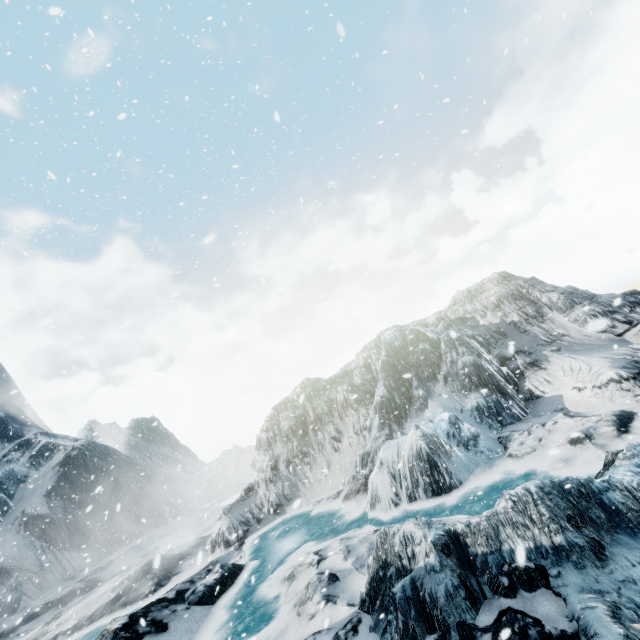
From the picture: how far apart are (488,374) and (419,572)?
9.67m
